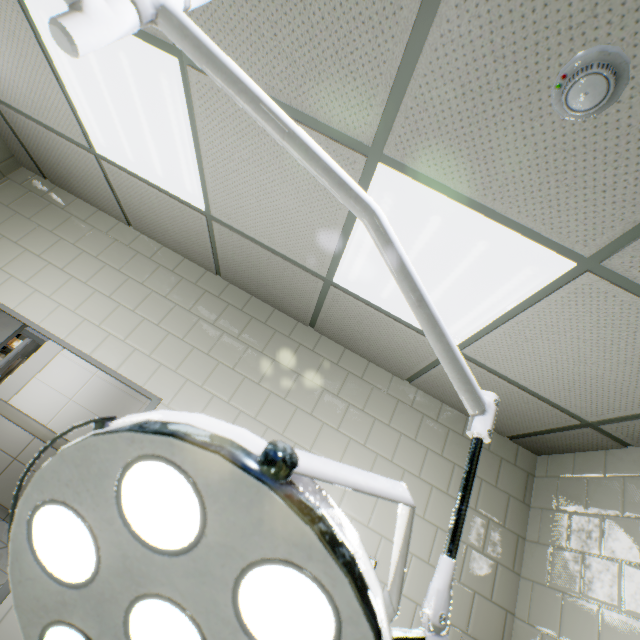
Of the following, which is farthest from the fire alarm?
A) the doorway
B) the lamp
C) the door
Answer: the door

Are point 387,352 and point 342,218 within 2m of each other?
yes

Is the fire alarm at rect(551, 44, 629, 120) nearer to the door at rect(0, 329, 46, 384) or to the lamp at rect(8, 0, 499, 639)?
the lamp at rect(8, 0, 499, 639)

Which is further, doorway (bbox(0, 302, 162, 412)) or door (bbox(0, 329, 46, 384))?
door (bbox(0, 329, 46, 384))

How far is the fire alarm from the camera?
0.8m

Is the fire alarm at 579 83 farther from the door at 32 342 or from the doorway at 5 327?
the door at 32 342

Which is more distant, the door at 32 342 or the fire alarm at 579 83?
the door at 32 342
